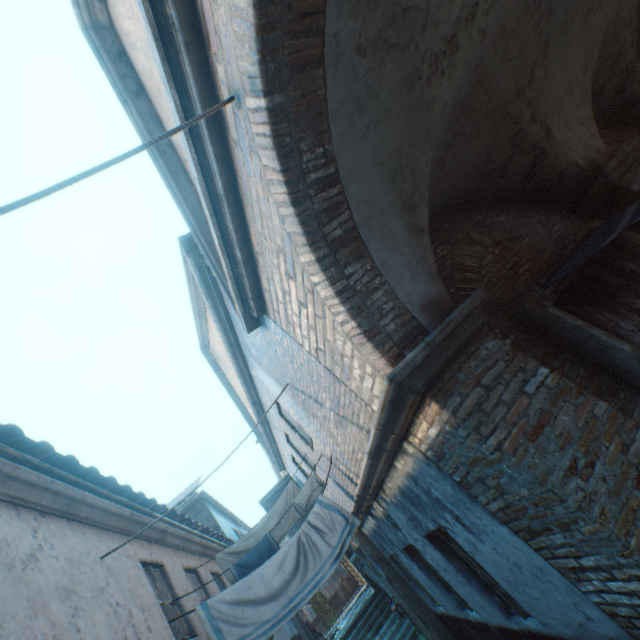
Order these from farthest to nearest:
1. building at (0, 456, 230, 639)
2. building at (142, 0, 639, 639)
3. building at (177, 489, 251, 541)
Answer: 1. building at (177, 489, 251, 541)
2. building at (0, 456, 230, 639)
3. building at (142, 0, 639, 639)

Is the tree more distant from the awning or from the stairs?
the stairs

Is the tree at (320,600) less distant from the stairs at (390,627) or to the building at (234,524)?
the building at (234,524)

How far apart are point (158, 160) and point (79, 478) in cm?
435

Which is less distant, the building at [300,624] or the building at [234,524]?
the building at [300,624]

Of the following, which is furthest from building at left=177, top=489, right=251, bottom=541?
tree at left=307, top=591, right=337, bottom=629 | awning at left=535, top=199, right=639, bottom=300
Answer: awning at left=535, top=199, right=639, bottom=300

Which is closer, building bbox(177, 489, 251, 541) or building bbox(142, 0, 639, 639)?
building bbox(142, 0, 639, 639)
